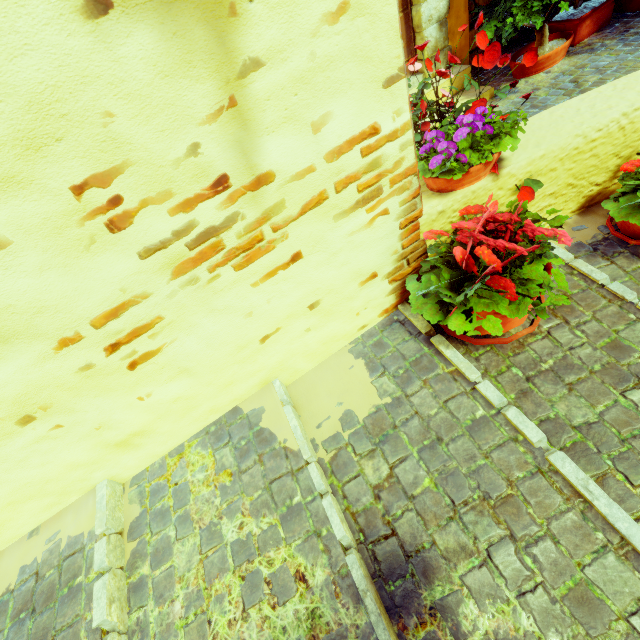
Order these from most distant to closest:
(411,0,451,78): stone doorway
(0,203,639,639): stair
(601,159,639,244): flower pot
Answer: (411,0,451,78): stone doorway, (601,159,639,244): flower pot, (0,203,639,639): stair

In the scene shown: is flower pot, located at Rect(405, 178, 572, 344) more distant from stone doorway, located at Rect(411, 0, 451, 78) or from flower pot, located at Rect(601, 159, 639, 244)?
stone doorway, located at Rect(411, 0, 451, 78)

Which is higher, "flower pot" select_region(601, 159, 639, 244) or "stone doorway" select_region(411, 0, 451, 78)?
"stone doorway" select_region(411, 0, 451, 78)

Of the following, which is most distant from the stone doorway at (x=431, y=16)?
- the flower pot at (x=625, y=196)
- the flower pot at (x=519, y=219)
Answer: the flower pot at (x=625, y=196)

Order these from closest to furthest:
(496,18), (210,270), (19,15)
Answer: (19,15) → (210,270) → (496,18)

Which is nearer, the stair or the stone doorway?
the stair

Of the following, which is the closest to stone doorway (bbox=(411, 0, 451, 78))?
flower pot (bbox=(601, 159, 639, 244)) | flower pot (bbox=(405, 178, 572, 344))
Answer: flower pot (bbox=(405, 178, 572, 344))

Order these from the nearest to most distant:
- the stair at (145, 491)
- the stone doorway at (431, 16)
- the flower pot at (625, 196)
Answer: the stair at (145, 491) < the flower pot at (625, 196) < the stone doorway at (431, 16)
